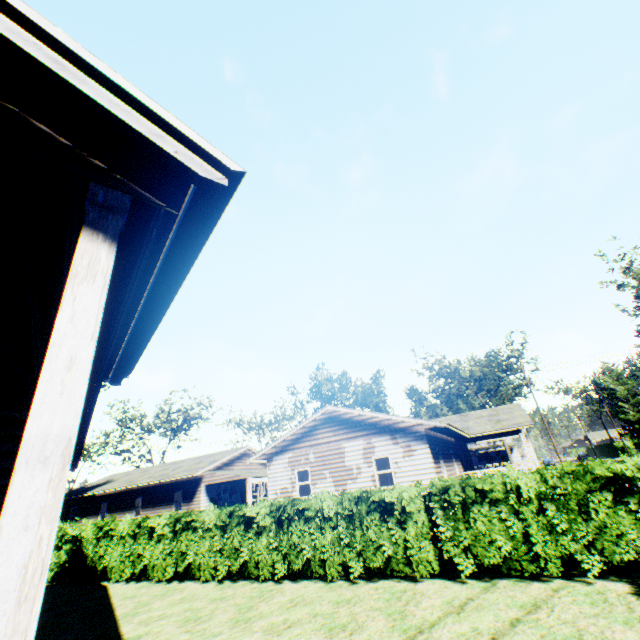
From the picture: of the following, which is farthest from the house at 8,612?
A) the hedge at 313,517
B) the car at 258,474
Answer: the car at 258,474

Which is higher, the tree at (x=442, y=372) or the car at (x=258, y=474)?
the tree at (x=442, y=372)

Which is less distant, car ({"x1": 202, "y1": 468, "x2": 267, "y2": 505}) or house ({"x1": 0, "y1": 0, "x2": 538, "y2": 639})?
house ({"x1": 0, "y1": 0, "x2": 538, "y2": 639})

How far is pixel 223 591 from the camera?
9.91m

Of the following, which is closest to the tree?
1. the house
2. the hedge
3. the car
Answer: the car

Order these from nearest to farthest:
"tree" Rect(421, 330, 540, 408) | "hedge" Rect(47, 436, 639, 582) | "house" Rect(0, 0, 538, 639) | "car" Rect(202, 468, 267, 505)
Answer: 1. "house" Rect(0, 0, 538, 639)
2. "hedge" Rect(47, 436, 639, 582)
3. "car" Rect(202, 468, 267, 505)
4. "tree" Rect(421, 330, 540, 408)

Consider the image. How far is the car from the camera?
23.77m

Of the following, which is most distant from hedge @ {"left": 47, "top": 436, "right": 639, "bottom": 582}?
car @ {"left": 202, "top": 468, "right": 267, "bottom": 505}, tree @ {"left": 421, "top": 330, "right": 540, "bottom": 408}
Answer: tree @ {"left": 421, "top": 330, "right": 540, "bottom": 408}
